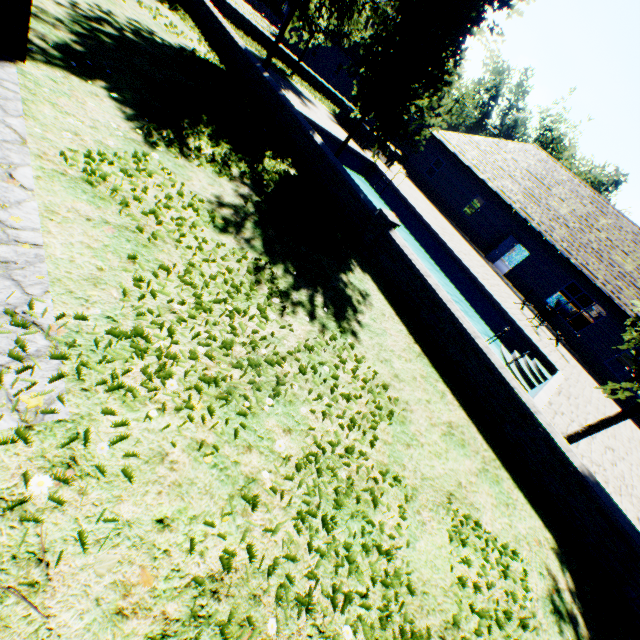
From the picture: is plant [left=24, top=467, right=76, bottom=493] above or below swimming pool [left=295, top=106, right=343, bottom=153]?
above

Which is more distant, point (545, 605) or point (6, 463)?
point (545, 605)

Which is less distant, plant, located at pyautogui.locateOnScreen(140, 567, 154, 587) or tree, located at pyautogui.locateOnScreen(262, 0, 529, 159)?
plant, located at pyautogui.locateOnScreen(140, 567, 154, 587)

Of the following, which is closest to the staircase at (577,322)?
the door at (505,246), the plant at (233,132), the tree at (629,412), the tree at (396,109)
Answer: the door at (505,246)

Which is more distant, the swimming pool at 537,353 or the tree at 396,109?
the swimming pool at 537,353

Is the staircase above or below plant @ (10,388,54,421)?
above

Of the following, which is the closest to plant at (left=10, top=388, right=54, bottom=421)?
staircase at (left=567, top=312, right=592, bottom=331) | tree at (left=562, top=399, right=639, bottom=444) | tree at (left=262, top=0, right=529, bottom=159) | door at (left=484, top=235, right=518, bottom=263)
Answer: tree at (left=262, top=0, right=529, bottom=159)

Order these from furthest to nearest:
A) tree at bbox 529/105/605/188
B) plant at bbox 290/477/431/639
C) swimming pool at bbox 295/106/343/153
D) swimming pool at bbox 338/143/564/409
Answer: tree at bbox 529/105/605/188 → swimming pool at bbox 295/106/343/153 → swimming pool at bbox 338/143/564/409 → plant at bbox 290/477/431/639
